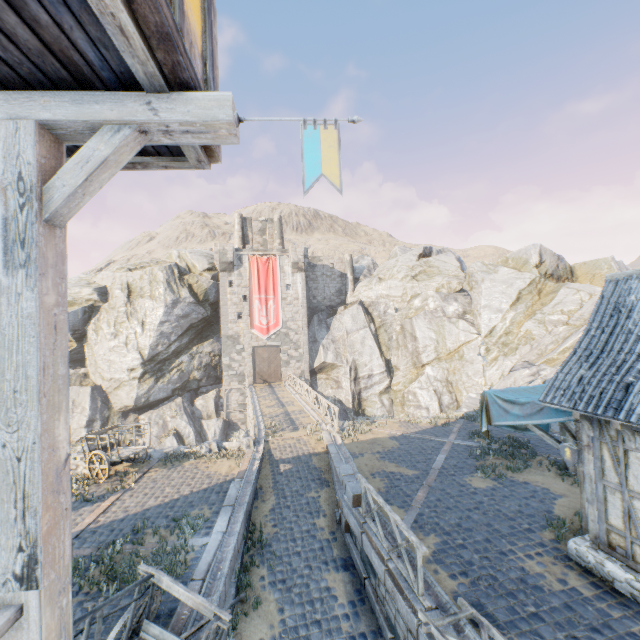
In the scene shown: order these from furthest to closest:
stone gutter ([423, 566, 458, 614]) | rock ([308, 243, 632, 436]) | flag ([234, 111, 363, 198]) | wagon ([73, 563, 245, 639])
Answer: rock ([308, 243, 632, 436])
stone gutter ([423, 566, 458, 614])
wagon ([73, 563, 245, 639])
flag ([234, 111, 363, 198])

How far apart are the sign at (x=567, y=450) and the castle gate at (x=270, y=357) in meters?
28.4 m

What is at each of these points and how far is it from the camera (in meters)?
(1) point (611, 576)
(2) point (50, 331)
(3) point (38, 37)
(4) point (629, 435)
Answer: (1) stone foundation, 6.38
(2) wooden structure, 2.03
(3) building, 1.68
(4) wooden structure, 6.17

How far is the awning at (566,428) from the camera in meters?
7.7 m

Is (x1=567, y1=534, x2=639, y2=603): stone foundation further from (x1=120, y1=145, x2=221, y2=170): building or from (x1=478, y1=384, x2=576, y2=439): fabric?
(x1=120, y1=145, x2=221, y2=170): building

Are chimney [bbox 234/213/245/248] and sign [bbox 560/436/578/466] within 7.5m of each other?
no

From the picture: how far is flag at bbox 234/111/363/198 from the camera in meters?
2.2 m

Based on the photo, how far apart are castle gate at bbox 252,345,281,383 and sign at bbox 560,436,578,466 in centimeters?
2839cm
